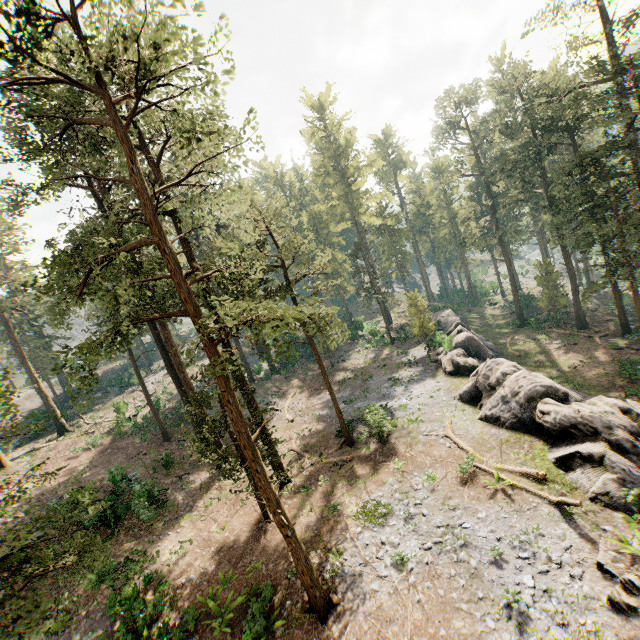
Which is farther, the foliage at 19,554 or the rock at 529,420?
the rock at 529,420

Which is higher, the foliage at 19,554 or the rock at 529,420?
the foliage at 19,554

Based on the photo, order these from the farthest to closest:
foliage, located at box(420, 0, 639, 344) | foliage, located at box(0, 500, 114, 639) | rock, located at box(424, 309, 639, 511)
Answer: foliage, located at box(420, 0, 639, 344), rock, located at box(424, 309, 639, 511), foliage, located at box(0, 500, 114, 639)

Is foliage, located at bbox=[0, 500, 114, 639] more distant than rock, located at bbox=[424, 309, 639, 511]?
No

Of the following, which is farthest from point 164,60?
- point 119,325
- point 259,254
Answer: point 259,254

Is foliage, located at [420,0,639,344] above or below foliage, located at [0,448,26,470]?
above
